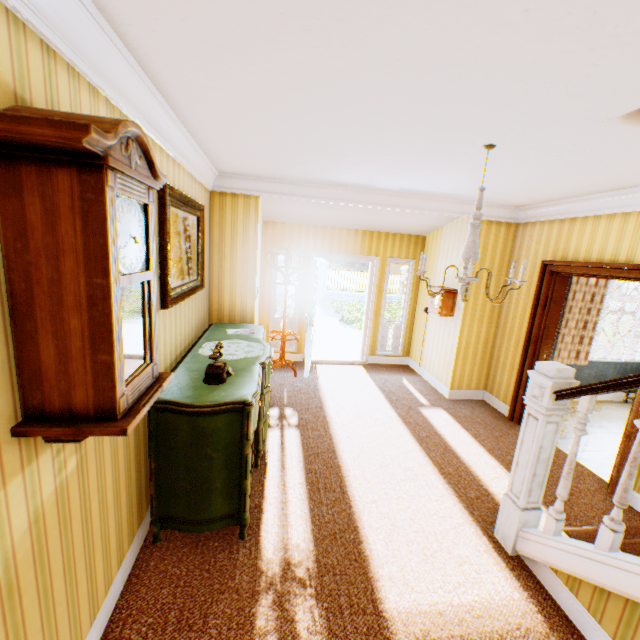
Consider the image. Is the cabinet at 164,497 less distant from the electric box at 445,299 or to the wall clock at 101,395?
the wall clock at 101,395

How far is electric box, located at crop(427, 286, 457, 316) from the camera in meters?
5.4 m

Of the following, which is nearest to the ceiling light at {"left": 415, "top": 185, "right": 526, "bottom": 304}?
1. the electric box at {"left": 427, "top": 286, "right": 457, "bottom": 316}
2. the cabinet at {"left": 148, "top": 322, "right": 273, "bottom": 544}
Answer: the cabinet at {"left": 148, "top": 322, "right": 273, "bottom": 544}

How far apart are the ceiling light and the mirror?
2.0m

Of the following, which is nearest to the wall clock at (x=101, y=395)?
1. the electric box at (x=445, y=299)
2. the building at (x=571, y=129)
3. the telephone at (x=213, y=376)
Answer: the building at (x=571, y=129)

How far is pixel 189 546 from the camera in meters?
2.5

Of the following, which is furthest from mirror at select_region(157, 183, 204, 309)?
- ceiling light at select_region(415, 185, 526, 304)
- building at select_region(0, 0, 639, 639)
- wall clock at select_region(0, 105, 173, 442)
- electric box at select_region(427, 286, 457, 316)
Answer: electric box at select_region(427, 286, 457, 316)

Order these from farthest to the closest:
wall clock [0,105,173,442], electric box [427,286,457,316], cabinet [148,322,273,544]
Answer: electric box [427,286,457,316] < cabinet [148,322,273,544] < wall clock [0,105,173,442]
